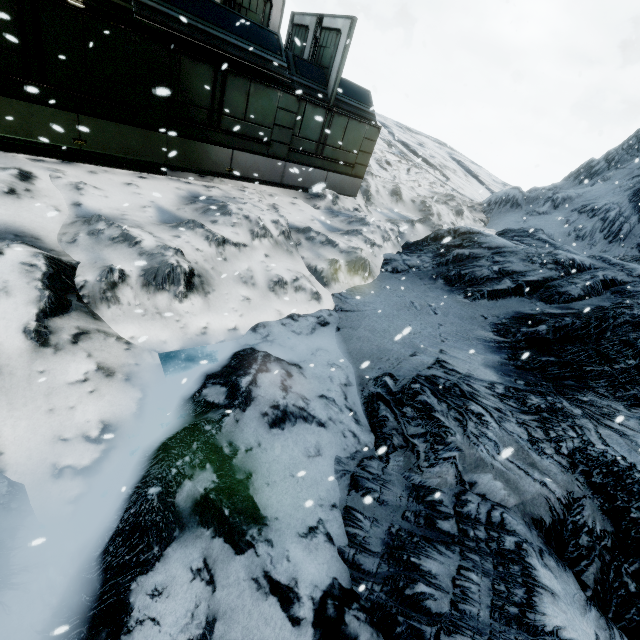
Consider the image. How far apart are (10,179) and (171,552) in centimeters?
700cm
